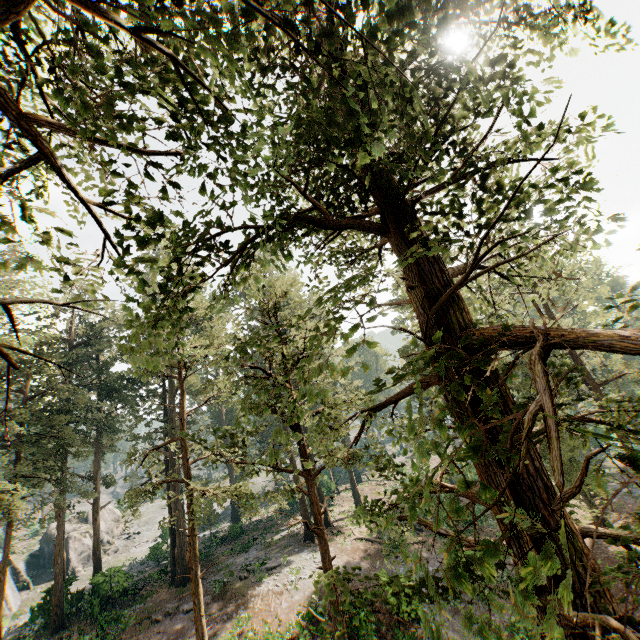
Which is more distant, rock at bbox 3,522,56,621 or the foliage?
rock at bbox 3,522,56,621

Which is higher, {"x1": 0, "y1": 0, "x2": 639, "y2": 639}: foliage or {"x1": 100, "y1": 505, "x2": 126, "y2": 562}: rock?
{"x1": 0, "y1": 0, "x2": 639, "y2": 639}: foliage

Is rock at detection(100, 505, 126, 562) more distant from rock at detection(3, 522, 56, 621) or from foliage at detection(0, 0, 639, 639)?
foliage at detection(0, 0, 639, 639)

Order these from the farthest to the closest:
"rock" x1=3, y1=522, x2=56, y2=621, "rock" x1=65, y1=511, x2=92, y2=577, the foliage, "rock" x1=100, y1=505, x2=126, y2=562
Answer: "rock" x1=100, y1=505, x2=126, y2=562, "rock" x1=65, y1=511, x2=92, y2=577, "rock" x1=3, y1=522, x2=56, y2=621, the foliage

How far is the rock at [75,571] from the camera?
39.7 meters

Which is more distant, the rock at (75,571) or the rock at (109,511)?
the rock at (109,511)

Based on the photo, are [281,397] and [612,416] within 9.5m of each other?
no

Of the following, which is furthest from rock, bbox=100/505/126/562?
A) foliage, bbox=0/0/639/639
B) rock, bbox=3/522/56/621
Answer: foliage, bbox=0/0/639/639
